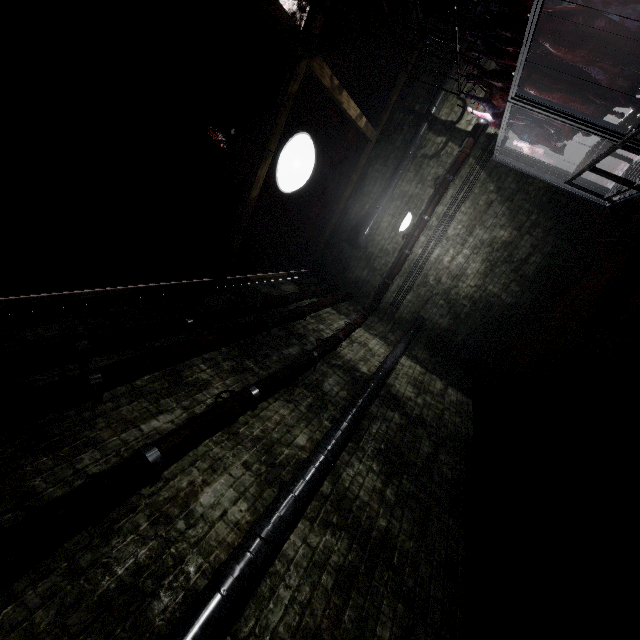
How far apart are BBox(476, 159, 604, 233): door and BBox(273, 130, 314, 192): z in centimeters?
531cm

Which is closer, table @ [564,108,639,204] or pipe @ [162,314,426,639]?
pipe @ [162,314,426,639]

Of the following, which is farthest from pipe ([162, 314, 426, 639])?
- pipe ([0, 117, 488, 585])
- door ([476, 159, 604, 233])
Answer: door ([476, 159, 604, 233])

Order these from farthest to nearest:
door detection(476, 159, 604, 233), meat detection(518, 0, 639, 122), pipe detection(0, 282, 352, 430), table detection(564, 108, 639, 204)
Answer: door detection(476, 159, 604, 233) < table detection(564, 108, 639, 204) < meat detection(518, 0, 639, 122) < pipe detection(0, 282, 352, 430)

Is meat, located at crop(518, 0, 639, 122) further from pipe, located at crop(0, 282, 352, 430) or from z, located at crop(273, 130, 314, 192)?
z, located at crop(273, 130, 314, 192)

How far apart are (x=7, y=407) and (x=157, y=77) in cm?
271

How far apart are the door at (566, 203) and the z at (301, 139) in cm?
531

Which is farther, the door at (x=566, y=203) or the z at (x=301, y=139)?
the door at (x=566, y=203)
